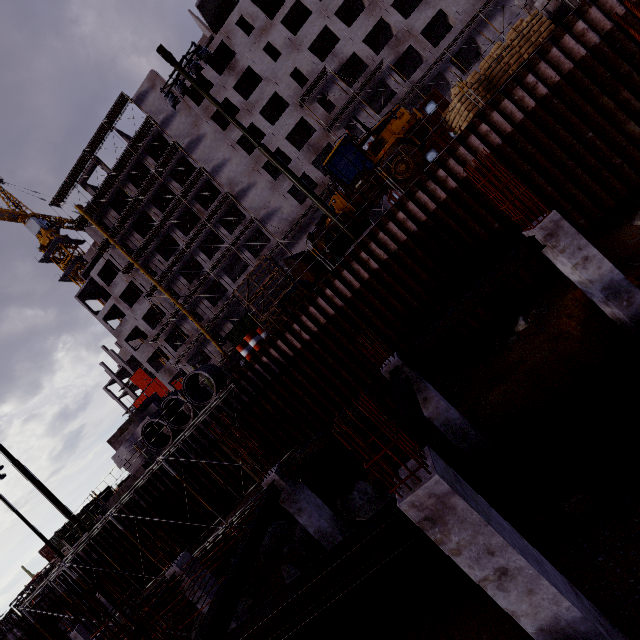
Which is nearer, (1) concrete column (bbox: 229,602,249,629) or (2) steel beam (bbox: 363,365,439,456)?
(2) steel beam (bbox: 363,365,439,456)

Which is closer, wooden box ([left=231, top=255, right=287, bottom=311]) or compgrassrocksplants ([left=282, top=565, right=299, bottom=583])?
compgrassrocksplants ([left=282, top=565, right=299, bottom=583])

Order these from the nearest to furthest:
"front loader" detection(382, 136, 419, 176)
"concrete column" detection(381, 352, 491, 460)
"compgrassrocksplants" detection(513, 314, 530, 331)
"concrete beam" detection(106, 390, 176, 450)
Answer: "concrete column" detection(381, 352, 491, 460) < "compgrassrocksplants" detection(513, 314, 530, 331) < "front loader" detection(382, 136, 419, 176) < "concrete beam" detection(106, 390, 176, 450)

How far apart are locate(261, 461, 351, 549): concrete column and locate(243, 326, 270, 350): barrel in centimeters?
554cm

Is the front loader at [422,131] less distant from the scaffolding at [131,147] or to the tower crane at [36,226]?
the scaffolding at [131,147]

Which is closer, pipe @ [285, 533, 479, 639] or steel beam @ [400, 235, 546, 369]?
pipe @ [285, 533, 479, 639]

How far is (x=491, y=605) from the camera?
6.5m

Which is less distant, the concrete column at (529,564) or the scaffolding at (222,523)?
the concrete column at (529,564)
